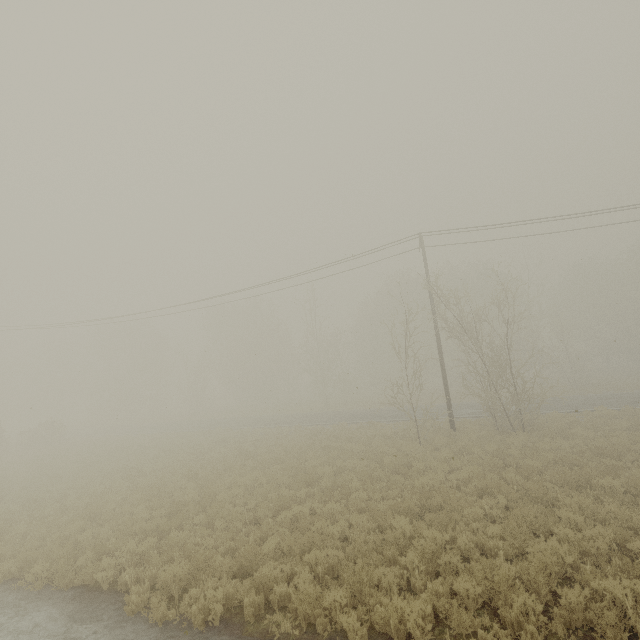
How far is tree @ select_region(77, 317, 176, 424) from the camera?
49.9 meters

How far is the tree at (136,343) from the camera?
49.88m

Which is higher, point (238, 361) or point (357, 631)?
point (238, 361)
